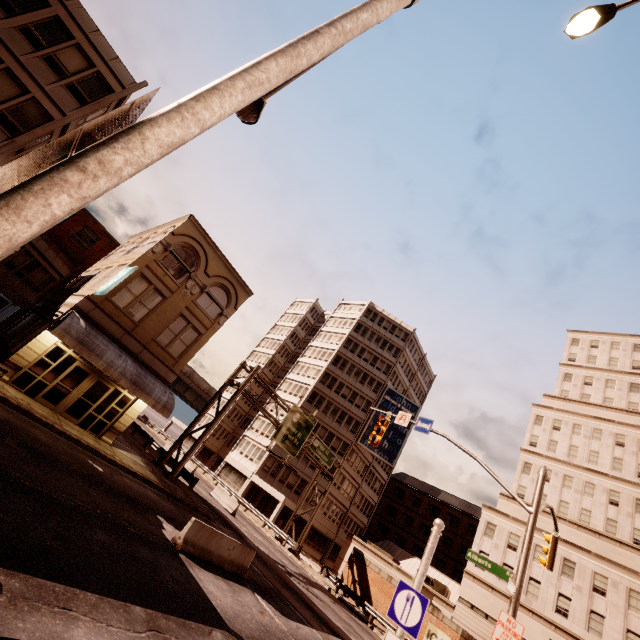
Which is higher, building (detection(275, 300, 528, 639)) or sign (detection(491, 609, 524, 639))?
building (detection(275, 300, 528, 639))

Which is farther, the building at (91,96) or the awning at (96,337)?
the awning at (96,337)

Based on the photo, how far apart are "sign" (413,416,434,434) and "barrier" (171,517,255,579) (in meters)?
9.02

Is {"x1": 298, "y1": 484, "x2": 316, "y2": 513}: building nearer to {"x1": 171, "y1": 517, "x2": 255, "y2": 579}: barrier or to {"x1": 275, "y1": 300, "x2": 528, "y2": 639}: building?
{"x1": 275, "y1": 300, "x2": 528, "y2": 639}: building

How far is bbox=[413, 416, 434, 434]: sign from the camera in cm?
1559

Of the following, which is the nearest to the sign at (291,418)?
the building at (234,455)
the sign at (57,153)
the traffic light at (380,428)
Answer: the building at (234,455)

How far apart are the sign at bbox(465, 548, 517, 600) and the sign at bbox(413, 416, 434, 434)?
4.7 meters

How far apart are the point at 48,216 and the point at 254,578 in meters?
18.0 m
